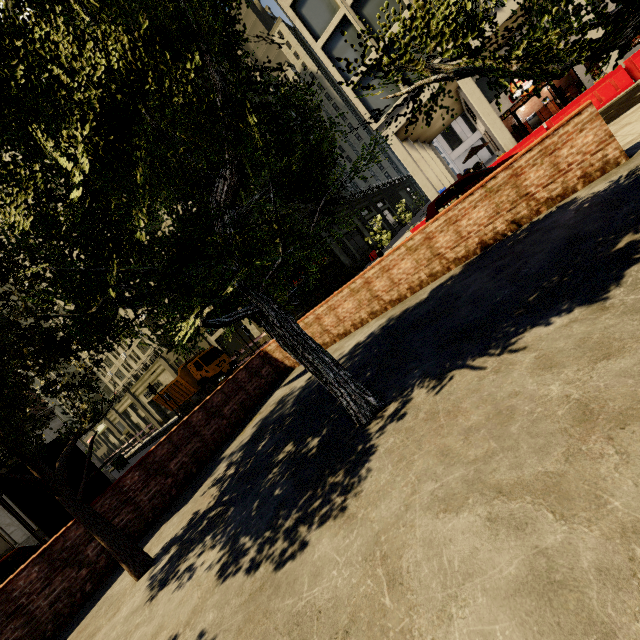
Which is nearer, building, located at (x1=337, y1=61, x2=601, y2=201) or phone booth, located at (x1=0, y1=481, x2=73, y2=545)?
phone booth, located at (x1=0, y1=481, x2=73, y2=545)

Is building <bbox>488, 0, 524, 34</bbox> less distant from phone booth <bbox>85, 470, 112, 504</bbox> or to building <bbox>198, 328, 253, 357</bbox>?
building <bbox>198, 328, 253, 357</bbox>

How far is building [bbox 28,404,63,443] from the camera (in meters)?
21.98

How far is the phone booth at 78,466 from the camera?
6.6 meters

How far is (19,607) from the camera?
5.2 meters

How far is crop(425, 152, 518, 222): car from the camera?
11.3m

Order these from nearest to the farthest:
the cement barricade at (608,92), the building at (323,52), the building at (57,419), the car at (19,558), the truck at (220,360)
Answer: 1. the car at (19,558)
2. the cement barricade at (608,92)
3. the building at (323,52)
4. the building at (57,419)
5. the truck at (220,360)
